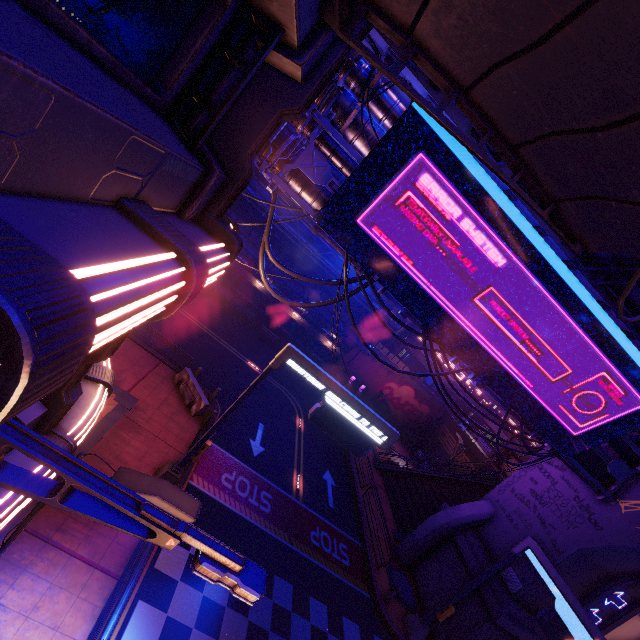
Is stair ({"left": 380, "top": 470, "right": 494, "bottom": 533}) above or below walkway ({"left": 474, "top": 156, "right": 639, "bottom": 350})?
below

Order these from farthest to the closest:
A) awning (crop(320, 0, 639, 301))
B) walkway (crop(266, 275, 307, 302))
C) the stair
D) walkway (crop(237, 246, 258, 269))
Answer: walkway (crop(266, 275, 307, 302)) < walkway (crop(237, 246, 258, 269)) < the stair < awning (crop(320, 0, 639, 301))

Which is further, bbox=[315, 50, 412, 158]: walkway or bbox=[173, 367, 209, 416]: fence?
bbox=[173, 367, 209, 416]: fence

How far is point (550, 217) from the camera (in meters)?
4.21

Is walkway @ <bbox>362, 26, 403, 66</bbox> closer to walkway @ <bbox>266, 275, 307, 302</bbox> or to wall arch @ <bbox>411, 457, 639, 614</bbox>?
wall arch @ <bbox>411, 457, 639, 614</bbox>

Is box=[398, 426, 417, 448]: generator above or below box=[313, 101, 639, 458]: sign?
below

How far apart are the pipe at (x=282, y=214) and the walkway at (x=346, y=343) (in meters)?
2.78

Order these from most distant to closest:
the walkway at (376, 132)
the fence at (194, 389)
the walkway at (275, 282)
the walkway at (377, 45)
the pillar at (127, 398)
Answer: the walkway at (275, 282), the fence at (194, 389), the pillar at (127, 398), the walkway at (376, 132), the walkway at (377, 45)
